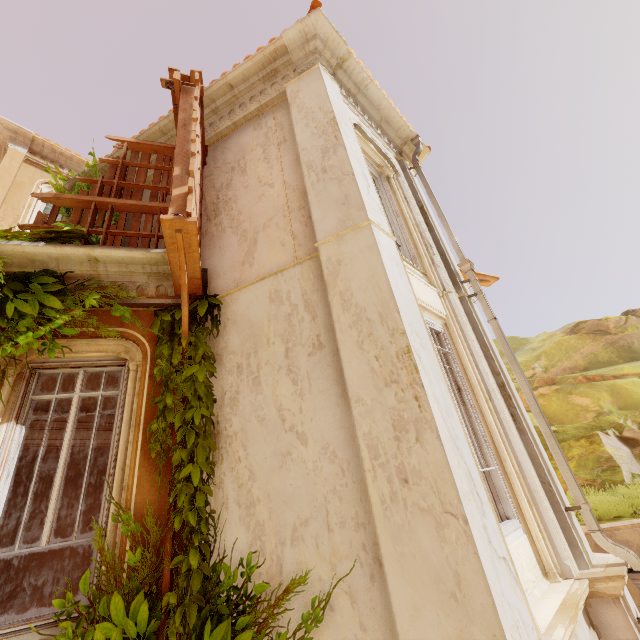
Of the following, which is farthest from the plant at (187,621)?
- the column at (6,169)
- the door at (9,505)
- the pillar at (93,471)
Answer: the pillar at (93,471)

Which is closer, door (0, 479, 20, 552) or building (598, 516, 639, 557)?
building (598, 516, 639, 557)

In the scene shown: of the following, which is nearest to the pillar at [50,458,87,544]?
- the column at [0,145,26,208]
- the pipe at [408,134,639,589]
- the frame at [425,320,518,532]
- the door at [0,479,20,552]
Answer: the door at [0,479,20,552]

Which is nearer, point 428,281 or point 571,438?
point 428,281

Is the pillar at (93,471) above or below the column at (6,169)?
below

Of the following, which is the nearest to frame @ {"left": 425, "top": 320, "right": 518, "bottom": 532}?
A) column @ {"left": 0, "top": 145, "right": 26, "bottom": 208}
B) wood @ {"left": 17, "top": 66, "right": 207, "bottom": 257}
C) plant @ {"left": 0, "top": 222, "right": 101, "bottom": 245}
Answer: plant @ {"left": 0, "top": 222, "right": 101, "bottom": 245}

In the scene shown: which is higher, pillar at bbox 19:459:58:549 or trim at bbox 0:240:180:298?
trim at bbox 0:240:180:298

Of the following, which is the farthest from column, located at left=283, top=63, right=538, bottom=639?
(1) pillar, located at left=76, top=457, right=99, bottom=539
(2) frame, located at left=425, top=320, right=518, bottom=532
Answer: (1) pillar, located at left=76, top=457, right=99, bottom=539
